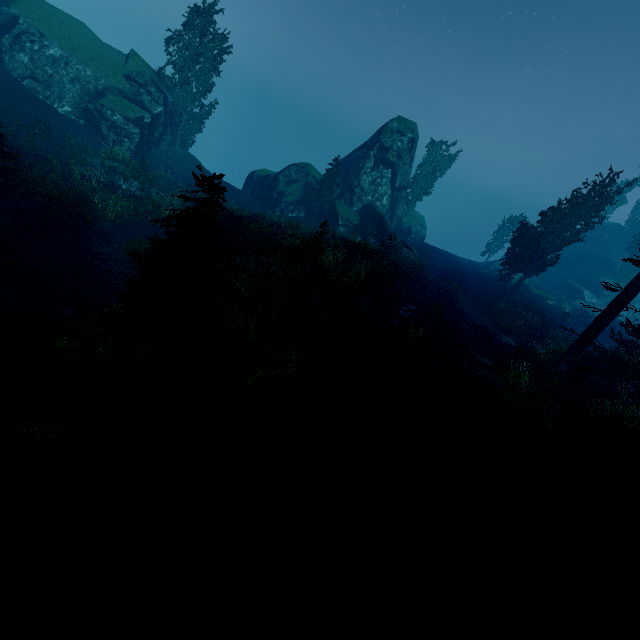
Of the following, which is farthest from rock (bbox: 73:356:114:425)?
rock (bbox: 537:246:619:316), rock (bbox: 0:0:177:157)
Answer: rock (bbox: 537:246:619:316)

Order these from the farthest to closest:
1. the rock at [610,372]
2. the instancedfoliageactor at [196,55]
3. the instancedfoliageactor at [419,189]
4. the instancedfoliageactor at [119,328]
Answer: the instancedfoliageactor at [419,189] < the instancedfoliageactor at [196,55] < the rock at [610,372] < the instancedfoliageactor at [119,328]

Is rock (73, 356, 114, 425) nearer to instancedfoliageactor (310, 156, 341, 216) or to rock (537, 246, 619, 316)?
instancedfoliageactor (310, 156, 341, 216)

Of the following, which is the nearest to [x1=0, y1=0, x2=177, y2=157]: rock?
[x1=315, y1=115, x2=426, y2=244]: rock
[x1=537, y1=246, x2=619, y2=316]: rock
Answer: [x1=315, y1=115, x2=426, y2=244]: rock

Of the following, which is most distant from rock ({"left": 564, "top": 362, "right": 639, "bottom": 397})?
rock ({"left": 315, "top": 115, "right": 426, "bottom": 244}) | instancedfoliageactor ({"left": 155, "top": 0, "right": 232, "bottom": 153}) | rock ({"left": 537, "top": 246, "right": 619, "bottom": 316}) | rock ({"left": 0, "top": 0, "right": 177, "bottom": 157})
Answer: rock ({"left": 0, "top": 0, "right": 177, "bottom": 157})

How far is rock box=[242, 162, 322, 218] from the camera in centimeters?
3672cm

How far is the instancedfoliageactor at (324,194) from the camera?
34.0m

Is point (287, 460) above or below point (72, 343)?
above
